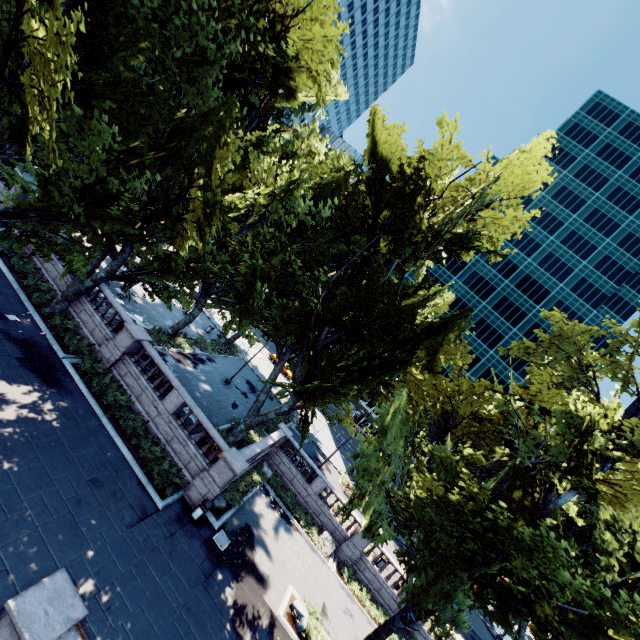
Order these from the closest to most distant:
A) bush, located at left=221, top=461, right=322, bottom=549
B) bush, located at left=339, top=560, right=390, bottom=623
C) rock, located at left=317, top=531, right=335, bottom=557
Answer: bush, located at left=221, top=461, right=322, bottom=549 → bush, located at left=339, top=560, right=390, bottom=623 → rock, located at left=317, top=531, right=335, bottom=557

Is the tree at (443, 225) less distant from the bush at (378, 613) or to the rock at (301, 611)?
the rock at (301, 611)

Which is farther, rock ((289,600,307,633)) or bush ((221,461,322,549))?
bush ((221,461,322,549))

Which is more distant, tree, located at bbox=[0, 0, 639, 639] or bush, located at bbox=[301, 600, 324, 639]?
bush, located at bbox=[301, 600, 324, 639]

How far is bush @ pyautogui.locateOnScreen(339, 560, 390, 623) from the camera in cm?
2244

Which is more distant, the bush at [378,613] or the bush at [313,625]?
the bush at [378,613]

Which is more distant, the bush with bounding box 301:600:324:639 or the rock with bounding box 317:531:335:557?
the rock with bounding box 317:531:335:557

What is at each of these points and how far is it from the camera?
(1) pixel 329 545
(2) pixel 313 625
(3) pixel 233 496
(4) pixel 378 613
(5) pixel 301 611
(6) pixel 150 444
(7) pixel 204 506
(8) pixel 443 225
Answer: (1) rock, 24.0m
(2) bush, 17.0m
(3) bush, 19.8m
(4) bush, 22.6m
(5) rock, 16.8m
(6) bush, 17.5m
(7) garbage can, 16.6m
(8) tree, 17.0m
